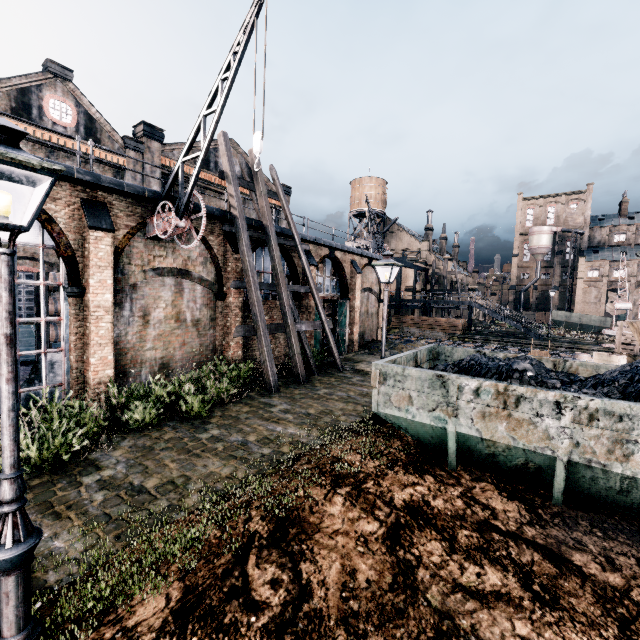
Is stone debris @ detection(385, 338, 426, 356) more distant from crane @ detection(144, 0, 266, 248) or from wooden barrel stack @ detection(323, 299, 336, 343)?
crane @ detection(144, 0, 266, 248)

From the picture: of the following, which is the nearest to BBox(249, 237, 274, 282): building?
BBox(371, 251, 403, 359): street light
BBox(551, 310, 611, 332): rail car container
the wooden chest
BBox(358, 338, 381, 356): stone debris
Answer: BBox(358, 338, 381, 356): stone debris

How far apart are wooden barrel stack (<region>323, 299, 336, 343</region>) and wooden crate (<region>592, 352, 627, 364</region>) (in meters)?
16.73

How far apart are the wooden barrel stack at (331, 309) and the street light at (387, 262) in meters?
15.3 m

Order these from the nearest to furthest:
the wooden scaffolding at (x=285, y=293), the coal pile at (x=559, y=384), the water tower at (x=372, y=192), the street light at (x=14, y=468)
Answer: the street light at (x=14, y=468) < the coal pile at (x=559, y=384) < the wooden scaffolding at (x=285, y=293) < the water tower at (x=372, y=192)

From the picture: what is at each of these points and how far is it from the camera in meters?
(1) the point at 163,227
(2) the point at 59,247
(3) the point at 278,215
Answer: (1) crane, 11.7
(2) building, 10.8
(3) building, 37.8

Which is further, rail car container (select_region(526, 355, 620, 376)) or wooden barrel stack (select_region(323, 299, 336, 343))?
wooden barrel stack (select_region(323, 299, 336, 343))

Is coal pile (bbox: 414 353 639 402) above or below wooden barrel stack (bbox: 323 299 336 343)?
below
